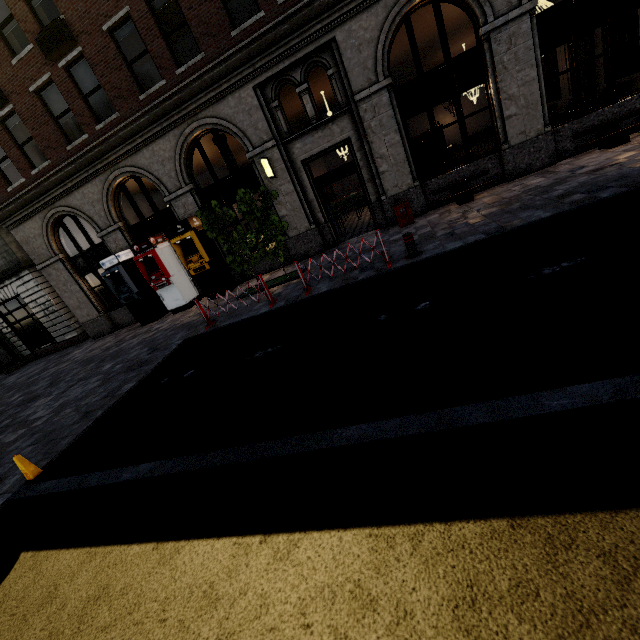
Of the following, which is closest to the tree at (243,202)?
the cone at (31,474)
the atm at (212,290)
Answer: the atm at (212,290)

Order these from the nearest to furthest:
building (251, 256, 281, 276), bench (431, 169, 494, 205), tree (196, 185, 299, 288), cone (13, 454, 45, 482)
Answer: cone (13, 454, 45, 482) → tree (196, 185, 299, 288) → bench (431, 169, 494, 205) → building (251, 256, 281, 276)

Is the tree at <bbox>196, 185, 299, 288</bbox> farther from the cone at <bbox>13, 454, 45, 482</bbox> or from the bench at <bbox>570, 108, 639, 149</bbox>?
the bench at <bbox>570, 108, 639, 149</bbox>

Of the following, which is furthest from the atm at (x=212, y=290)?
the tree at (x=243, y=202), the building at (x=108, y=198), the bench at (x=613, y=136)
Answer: the bench at (x=613, y=136)

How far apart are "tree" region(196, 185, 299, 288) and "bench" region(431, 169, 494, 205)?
4.80m

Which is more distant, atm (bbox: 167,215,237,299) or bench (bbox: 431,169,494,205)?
atm (bbox: 167,215,237,299)

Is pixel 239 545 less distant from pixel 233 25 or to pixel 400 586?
pixel 400 586

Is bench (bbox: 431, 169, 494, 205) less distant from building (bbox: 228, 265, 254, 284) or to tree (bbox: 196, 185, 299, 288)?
building (bbox: 228, 265, 254, 284)
